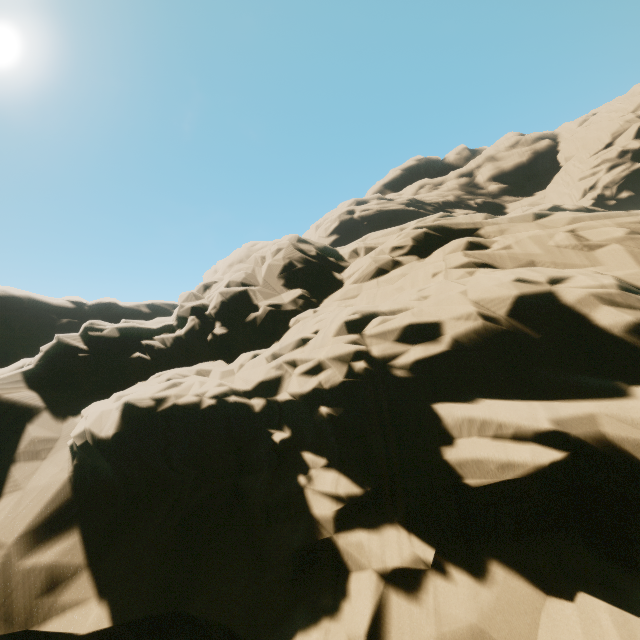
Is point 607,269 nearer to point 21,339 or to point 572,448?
point 572,448
